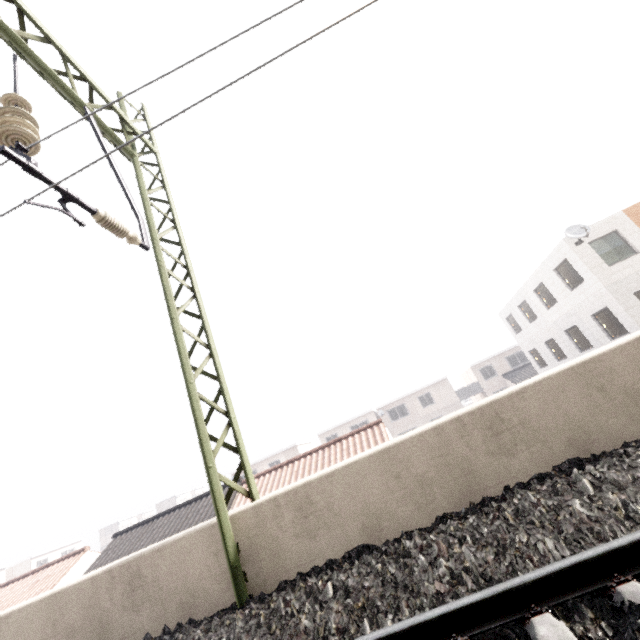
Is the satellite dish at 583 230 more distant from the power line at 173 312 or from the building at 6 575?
the building at 6 575

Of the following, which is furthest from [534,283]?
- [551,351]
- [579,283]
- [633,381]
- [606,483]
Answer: [606,483]

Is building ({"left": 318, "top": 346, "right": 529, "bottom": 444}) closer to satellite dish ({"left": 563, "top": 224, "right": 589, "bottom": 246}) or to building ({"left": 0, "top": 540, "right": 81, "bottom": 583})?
satellite dish ({"left": 563, "top": 224, "right": 589, "bottom": 246})

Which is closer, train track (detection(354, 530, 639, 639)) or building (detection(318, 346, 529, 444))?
train track (detection(354, 530, 639, 639))

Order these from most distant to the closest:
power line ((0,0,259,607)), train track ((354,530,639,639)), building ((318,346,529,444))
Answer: building ((318,346,529,444)), power line ((0,0,259,607)), train track ((354,530,639,639))

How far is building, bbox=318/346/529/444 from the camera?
37.9m

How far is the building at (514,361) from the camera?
37.9m

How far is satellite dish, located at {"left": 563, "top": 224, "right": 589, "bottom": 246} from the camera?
15.1 meters
